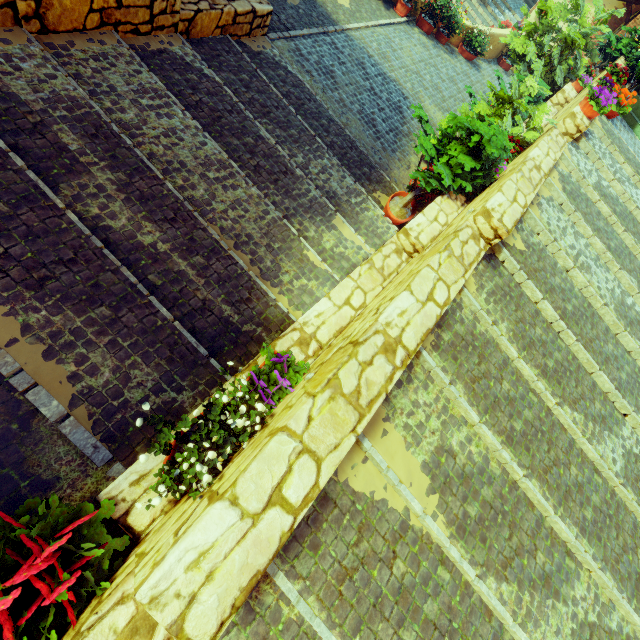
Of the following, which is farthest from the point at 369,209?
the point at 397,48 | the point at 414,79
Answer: the point at 397,48

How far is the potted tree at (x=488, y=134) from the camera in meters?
4.5 m

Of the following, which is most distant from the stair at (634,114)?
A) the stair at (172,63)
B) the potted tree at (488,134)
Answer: the stair at (172,63)

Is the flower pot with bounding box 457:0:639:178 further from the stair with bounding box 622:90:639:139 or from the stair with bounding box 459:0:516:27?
the stair with bounding box 459:0:516:27

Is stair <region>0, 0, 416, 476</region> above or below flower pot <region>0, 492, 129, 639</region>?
below

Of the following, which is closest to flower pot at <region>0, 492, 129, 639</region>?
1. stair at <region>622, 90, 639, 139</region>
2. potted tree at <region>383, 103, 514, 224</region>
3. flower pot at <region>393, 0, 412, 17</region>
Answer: potted tree at <region>383, 103, 514, 224</region>

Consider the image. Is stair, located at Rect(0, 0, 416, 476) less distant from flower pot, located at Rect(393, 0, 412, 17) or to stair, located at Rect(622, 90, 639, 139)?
flower pot, located at Rect(393, 0, 412, 17)

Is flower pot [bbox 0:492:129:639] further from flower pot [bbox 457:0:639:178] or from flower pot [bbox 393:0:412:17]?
flower pot [bbox 393:0:412:17]
